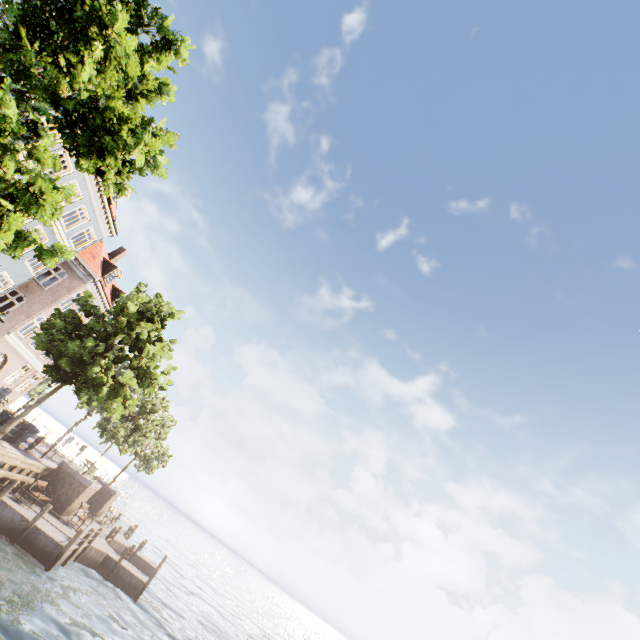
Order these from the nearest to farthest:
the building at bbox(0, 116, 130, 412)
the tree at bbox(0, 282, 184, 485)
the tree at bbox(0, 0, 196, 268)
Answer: the tree at bbox(0, 0, 196, 268), the tree at bbox(0, 282, 184, 485), the building at bbox(0, 116, 130, 412)

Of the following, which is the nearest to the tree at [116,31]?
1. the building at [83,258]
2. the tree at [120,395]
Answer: the tree at [120,395]

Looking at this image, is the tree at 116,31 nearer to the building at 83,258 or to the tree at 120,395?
the tree at 120,395

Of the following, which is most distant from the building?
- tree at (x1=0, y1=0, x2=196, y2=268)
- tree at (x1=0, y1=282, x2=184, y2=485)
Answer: tree at (x1=0, y1=282, x2=184, y2=485)

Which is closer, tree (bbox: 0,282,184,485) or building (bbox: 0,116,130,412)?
tree (bbox: 0,282,184,485)

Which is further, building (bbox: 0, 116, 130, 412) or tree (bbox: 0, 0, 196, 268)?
building (bbox: 0, 116, 130, 412)

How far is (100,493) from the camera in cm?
2583

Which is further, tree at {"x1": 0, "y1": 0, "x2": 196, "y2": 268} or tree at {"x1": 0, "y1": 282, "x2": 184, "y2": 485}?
tree at {"x1": 0, "y1": 282, "x2": 184, "y2": 485}
